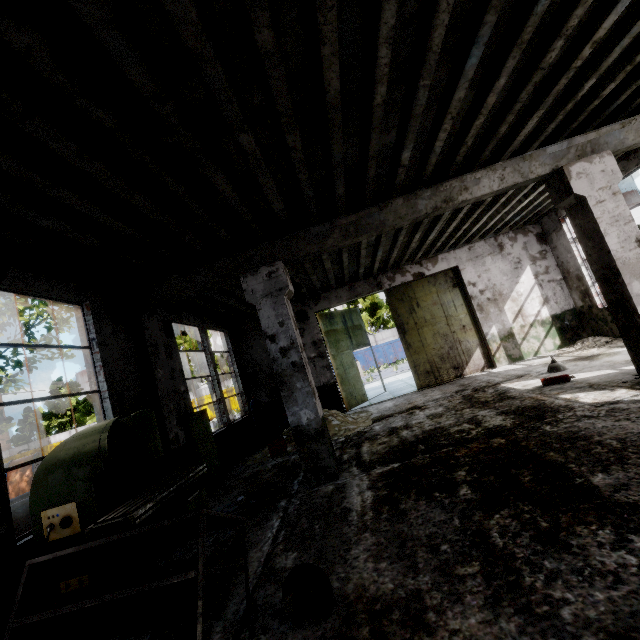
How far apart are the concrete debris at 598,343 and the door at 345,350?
6.25m

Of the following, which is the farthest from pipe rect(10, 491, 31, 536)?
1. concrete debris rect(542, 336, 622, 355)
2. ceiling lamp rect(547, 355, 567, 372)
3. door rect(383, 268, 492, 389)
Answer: concrete debris rect(542, 336, 622, 355)

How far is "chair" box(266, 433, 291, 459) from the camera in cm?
826

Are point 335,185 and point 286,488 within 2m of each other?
no

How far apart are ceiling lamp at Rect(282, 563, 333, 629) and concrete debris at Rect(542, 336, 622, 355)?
10.5 meters

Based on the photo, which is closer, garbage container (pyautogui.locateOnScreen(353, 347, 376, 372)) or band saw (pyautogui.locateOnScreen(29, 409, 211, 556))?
band saw (pyautogui.locateOnScreen(29, 409, 211, 556))

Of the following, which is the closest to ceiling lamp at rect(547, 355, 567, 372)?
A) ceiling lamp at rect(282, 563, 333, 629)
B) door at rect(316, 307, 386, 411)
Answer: door at rect(316, 307, 386, 411)

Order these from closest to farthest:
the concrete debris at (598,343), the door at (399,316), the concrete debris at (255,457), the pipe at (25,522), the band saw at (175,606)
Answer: the band saw at (175,606) → the pipe at (25,522) → the concrete debris at (255,457) → the concrete debris at (598,343) → the door at (399,316)
